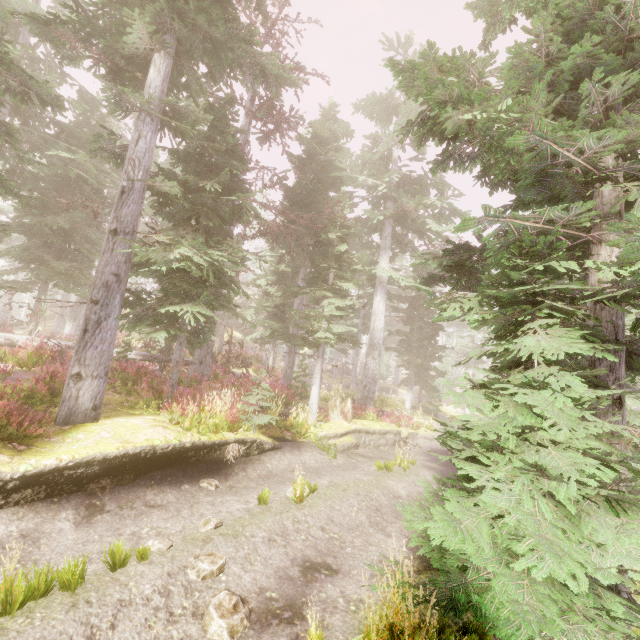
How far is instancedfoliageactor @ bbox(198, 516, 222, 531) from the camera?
6.0 meters

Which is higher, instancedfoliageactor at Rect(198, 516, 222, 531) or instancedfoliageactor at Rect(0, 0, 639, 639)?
instancedfoliageactor at Rect(0, 0, 639, 639)

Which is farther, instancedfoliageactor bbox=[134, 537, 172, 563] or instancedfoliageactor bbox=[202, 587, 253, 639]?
instancedfoliageactor bbox=[134, 537, 172, 563]

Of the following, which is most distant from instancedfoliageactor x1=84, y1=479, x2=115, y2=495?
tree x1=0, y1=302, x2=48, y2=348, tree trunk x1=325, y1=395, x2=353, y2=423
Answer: tree trunk x1=325, y1=395, x2=353, y2=423

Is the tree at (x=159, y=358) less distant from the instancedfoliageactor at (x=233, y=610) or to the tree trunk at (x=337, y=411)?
the instancedfoliageactor at (x=233, y=610)

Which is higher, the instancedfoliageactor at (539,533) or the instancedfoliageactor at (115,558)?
the instancedfoliageactor at (539,533)

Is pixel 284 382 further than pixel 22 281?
No
